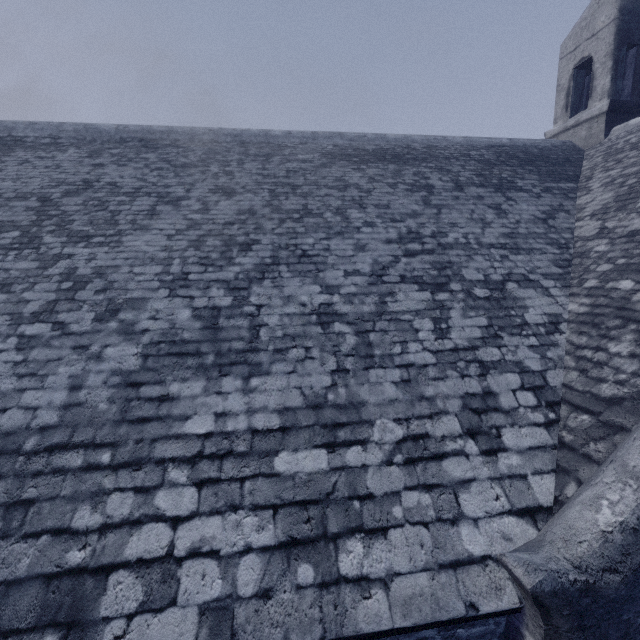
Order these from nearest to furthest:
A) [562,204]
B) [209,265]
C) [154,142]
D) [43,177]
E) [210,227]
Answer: [209,265] < [210,227] < [43,177] < [562,204] < [154,142]
